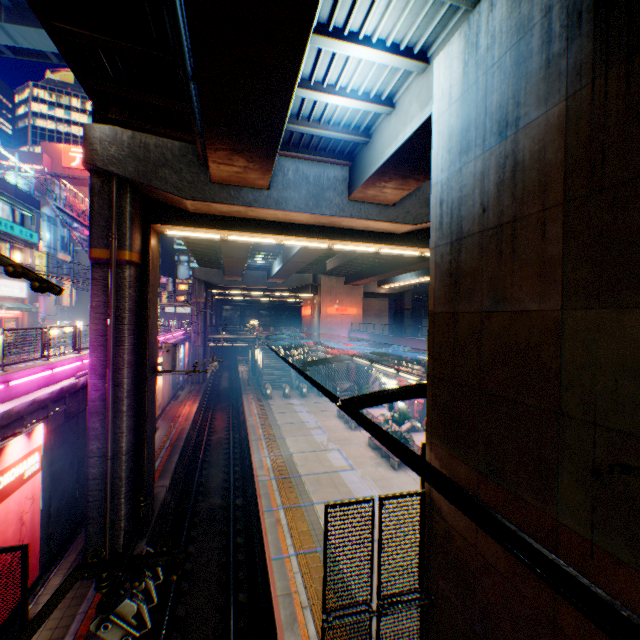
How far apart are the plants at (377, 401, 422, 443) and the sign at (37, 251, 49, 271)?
30.93m

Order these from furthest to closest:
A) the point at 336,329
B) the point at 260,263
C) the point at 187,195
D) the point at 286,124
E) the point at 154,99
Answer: the point at 336,329, the point at 260,263, the point at 187,195, the point at 286,124, the point at 154,99

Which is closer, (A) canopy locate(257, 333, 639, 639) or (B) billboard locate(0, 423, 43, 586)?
(A) canopy locate(257, 333, 639, 639)

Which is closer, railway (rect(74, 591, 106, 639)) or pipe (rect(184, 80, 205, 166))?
pipe (rect(184, 80, 205, 166))

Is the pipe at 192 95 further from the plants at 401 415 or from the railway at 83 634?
the plants at 401 415

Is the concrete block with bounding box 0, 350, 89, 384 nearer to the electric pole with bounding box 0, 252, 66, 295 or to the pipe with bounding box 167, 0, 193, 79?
the electric pole with bounding box 0, 252, 66, 295

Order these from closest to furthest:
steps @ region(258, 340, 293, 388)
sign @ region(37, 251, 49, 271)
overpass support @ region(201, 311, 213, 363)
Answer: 1. sign @ region(37, 251, 49, 271)
2. steps @ region(258, 340, 293, 388)
3. overpass support @ region(201, 311, 213, 363)

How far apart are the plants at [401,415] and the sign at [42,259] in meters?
30.9 m
